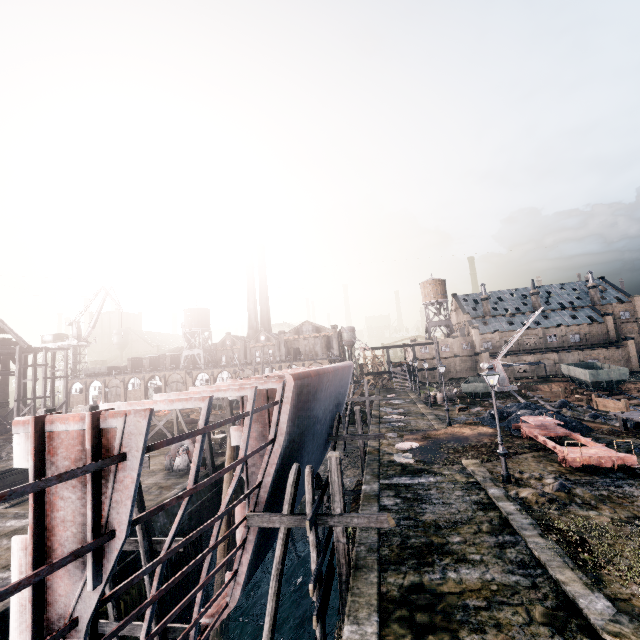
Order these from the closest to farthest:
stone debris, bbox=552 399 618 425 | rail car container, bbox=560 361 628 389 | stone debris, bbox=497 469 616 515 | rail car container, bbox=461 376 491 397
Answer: stone debris, bbox=497 469 616 515
stone debris, bbox=552 399 618 425
rail car container, bbox=461 376 491 397
rail car container, bbox=560 361 628 389

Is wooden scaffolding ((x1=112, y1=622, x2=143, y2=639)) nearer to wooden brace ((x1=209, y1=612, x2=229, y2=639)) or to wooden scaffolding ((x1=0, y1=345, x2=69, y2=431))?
wooden brace ((x1=209, y1=612, x2=229, y2=639))

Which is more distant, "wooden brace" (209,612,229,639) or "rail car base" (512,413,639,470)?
"wooden brace" (209,612,229,639)

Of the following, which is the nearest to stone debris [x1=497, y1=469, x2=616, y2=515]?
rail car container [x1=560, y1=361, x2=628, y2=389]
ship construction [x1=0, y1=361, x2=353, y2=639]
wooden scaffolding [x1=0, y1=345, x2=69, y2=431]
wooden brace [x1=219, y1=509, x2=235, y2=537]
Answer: ship construction [x1=0, y1=361, x2=353, y2=639]

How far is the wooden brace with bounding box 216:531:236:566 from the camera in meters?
19.1 m

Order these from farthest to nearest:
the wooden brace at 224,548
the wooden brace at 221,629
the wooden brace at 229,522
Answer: the wooden brace at 229,522 < the wooden brace at 224,548 < the wooden brace at 221,629

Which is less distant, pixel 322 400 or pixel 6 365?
pixel 322 400

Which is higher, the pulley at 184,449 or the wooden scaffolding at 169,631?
the pulley at 184,449
